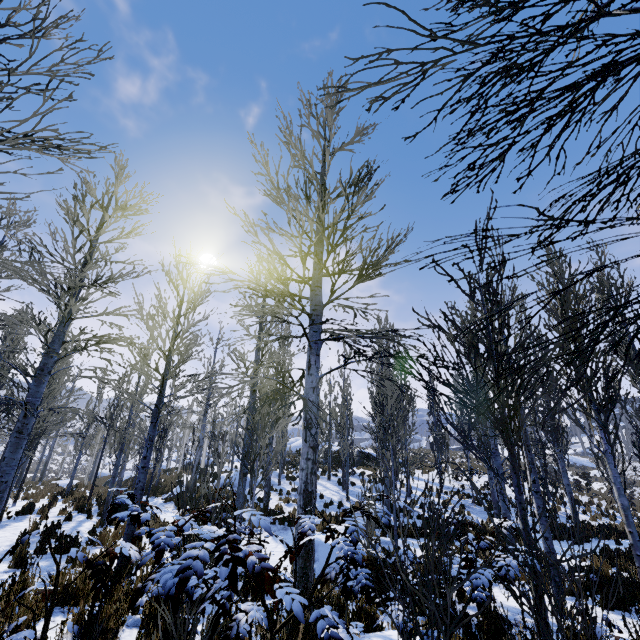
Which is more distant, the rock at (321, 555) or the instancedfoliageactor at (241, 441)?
the rock at (321, 555)

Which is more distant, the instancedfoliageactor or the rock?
the rock

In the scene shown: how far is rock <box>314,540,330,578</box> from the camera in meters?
8.7

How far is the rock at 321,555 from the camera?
8.73m

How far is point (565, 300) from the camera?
6.4 meters
